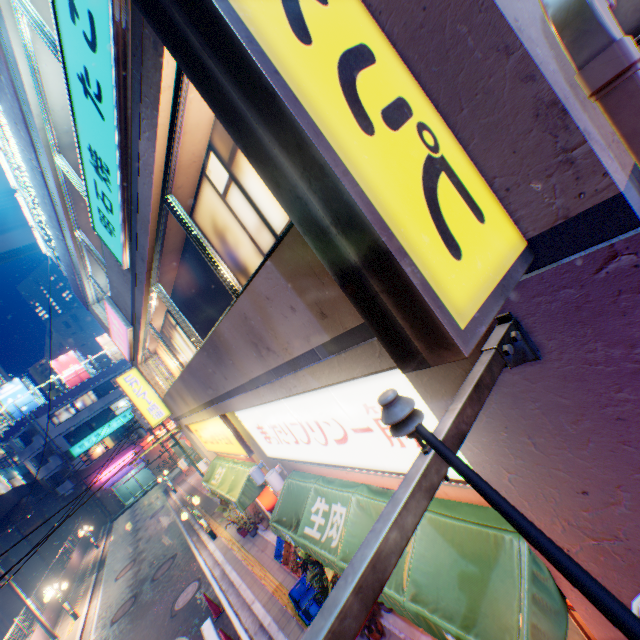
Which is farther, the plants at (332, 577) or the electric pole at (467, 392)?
the plants at (332, 577)

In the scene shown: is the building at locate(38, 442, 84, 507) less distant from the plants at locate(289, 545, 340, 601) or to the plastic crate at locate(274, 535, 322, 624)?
the plastic crate at locate(274, 535, 322, 624)

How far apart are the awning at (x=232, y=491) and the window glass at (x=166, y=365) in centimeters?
322cm

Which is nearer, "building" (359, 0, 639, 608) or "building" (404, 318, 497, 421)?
"building" (359, 0, 639, 608)

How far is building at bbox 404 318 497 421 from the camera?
2.00m

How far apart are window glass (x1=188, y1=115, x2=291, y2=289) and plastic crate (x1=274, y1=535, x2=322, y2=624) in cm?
755

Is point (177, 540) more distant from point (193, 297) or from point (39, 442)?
point (39, 442)

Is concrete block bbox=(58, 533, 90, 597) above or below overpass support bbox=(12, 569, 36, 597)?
below
